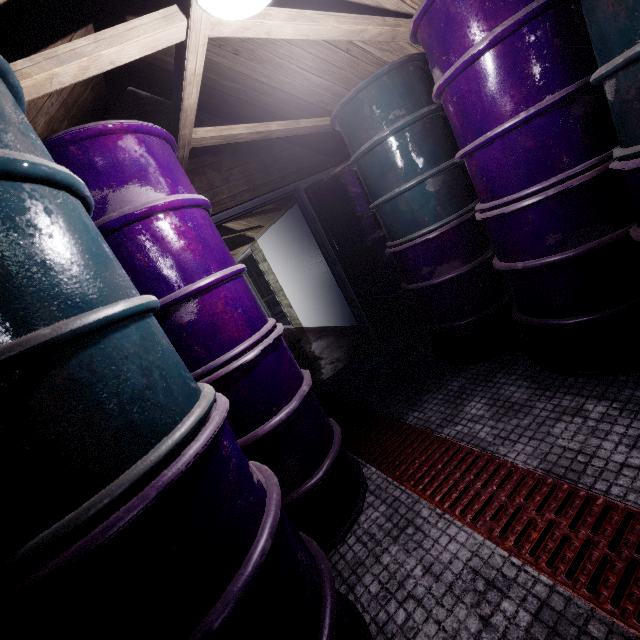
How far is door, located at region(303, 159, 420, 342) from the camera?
3.2 meters

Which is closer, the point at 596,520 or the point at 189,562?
the point at 189,562

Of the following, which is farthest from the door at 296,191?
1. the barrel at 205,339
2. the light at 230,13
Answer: the light at 230,13

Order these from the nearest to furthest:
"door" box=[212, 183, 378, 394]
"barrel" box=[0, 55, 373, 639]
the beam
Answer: "barrel" box=[0, 55, 373, 639]
the beam
"door" box=[212, 183, 378, 394]

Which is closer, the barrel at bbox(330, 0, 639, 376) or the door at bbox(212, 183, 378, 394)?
the barrel at bbox(330, 0, 639, 376)

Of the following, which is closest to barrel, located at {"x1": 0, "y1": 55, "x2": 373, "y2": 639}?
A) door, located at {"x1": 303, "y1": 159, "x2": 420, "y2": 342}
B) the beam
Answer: the beam

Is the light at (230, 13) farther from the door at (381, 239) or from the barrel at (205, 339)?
the door at (381, 239)
